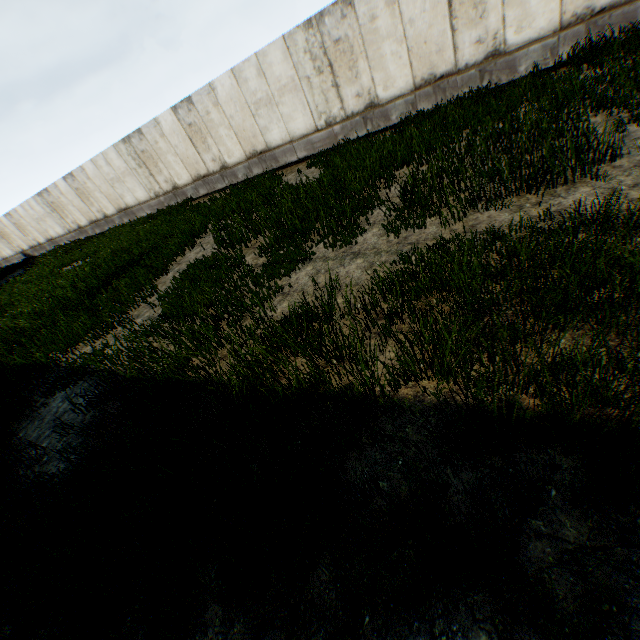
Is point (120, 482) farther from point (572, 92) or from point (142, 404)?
point (572, 92)
